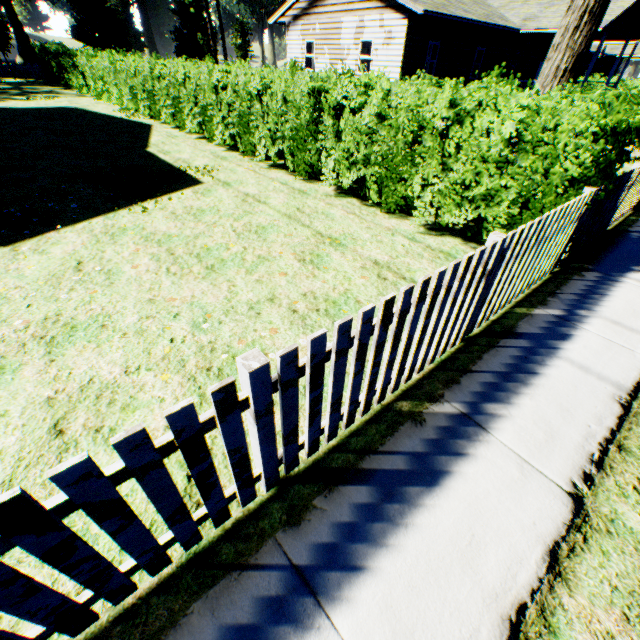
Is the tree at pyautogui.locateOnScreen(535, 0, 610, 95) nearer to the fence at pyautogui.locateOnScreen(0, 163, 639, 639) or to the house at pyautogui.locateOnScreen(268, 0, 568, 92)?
the fence at pyautogui.locateOnScreen(0, 163, 639, 639)

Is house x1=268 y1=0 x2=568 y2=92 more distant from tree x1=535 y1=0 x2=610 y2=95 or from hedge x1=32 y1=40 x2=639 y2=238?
tree x1=535 y1=0 x2=610 y2=95

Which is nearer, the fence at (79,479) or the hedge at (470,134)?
the fence at (79,479)

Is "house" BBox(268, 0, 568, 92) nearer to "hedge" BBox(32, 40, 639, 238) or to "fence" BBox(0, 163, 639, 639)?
"hedge" BBox(32, 40, 639, 238)

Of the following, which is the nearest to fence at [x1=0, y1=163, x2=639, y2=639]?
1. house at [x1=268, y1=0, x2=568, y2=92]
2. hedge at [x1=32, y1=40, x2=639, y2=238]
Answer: hedge at [x1=32, y1=40, x2=639, y2=238]

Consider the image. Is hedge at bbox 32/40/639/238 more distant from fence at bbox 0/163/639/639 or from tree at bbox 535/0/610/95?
tree at bbox 535/0/610/95

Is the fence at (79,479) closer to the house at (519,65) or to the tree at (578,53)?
the tree at (578,53)

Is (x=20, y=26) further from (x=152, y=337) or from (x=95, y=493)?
(x=95, y=493)
